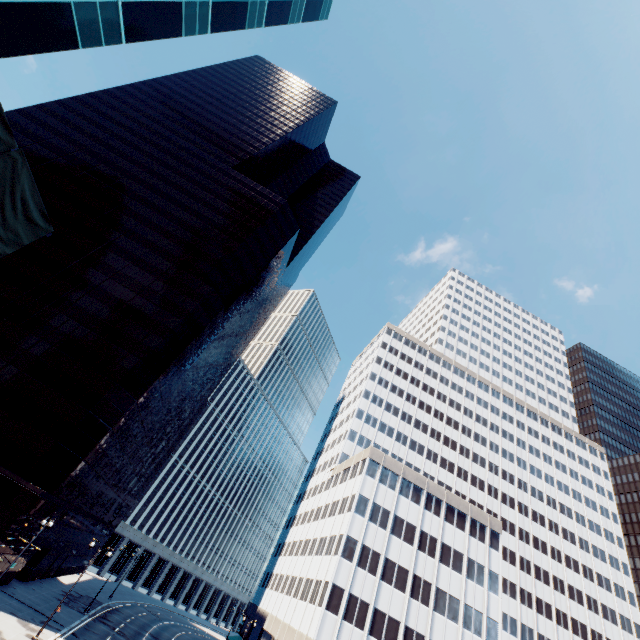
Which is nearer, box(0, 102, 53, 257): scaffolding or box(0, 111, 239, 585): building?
box(0, 102, 53, 257): scaffolding

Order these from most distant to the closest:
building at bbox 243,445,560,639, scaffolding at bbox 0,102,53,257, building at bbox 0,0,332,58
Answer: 1. building at bbox 243,445,560,639
2. building at bbox 0,0,332,58
3. scaffolding at bbox 0,102,53,257

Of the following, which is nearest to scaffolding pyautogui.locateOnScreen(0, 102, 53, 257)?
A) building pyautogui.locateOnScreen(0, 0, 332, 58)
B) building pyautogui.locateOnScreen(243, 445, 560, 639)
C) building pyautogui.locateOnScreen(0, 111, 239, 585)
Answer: building pyautogui.locateOnScreen(0, 0, 332, 58)

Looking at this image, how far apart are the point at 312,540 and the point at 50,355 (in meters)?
47.68

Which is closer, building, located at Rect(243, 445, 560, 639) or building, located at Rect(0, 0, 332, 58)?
building, located at Rect(0, 0, 332, 58)

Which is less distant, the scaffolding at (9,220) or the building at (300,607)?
the scaffolding at (9,220)

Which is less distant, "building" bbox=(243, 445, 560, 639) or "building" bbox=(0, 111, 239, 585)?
"building" bbox=(0, 111, 239, 585)

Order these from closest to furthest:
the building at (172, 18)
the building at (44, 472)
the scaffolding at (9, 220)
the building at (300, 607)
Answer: the scaffolding at (9, 220) < the building at (172, 18) < the building at (44, 472) < the building at (300, 607)
